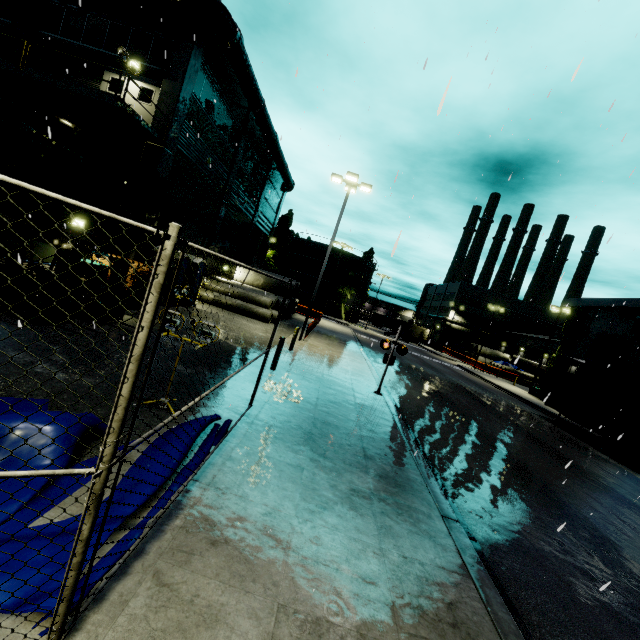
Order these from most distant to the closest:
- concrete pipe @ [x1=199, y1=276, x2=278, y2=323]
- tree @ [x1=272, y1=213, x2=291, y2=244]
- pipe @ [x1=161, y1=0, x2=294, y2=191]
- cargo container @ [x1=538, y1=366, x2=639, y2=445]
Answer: tree @ [x1=272, y1=213, x2=291, y2=244], concrete pipe @ [x1=199, y1=276, x2=278, y2=323], cargo container @ [x1=538, y1=366, x2=639, y2=445], pipe @ [x1=161, y1=0, x2=294, y2=191]

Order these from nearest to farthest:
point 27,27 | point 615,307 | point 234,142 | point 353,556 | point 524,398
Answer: point 353,556
point 27,27
point 234,142
point 615,307
point 524,398

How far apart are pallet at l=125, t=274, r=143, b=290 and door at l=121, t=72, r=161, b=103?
6.6m

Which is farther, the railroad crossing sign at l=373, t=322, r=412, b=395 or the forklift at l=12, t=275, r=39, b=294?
the railroad crossing sign at l=373, t=322, r=412, b=395

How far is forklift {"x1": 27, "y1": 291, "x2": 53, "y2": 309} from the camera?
8.4 meters

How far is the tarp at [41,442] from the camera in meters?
3.8 m

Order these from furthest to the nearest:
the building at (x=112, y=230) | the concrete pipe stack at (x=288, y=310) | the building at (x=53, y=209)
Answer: the concrete pipe stack at (x=288, y=310) < the building at (x=112, y=230) < the building at (x=53, y=209)

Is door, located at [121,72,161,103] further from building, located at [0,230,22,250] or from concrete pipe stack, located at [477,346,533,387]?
concrete pipe stack, located at [477,346,533,387]
